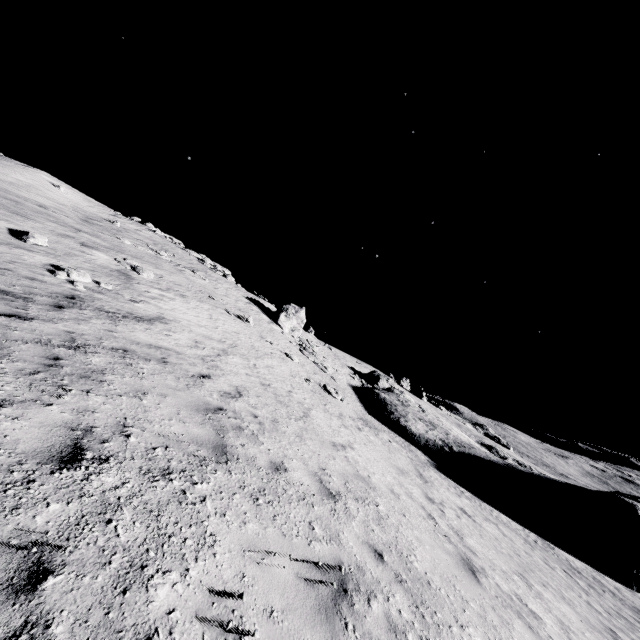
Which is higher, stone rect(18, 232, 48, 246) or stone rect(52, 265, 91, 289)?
stone rect(18, 232, 48, 246)

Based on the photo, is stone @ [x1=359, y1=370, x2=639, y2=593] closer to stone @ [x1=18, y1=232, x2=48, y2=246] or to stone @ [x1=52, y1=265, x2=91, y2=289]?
stone @ [x1=52, y1=265, x2=91, y2=289]

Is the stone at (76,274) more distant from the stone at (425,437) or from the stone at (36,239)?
the stone at (425,437)

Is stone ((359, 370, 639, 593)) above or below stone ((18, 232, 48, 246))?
below

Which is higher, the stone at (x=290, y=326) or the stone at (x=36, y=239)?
the stone at (x=290, y=326)

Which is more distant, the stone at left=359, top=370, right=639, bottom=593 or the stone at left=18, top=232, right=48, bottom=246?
the stone at left=359, top=370, right=639, bottom=593

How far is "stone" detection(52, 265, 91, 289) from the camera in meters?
10.8

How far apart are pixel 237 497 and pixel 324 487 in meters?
2.3
